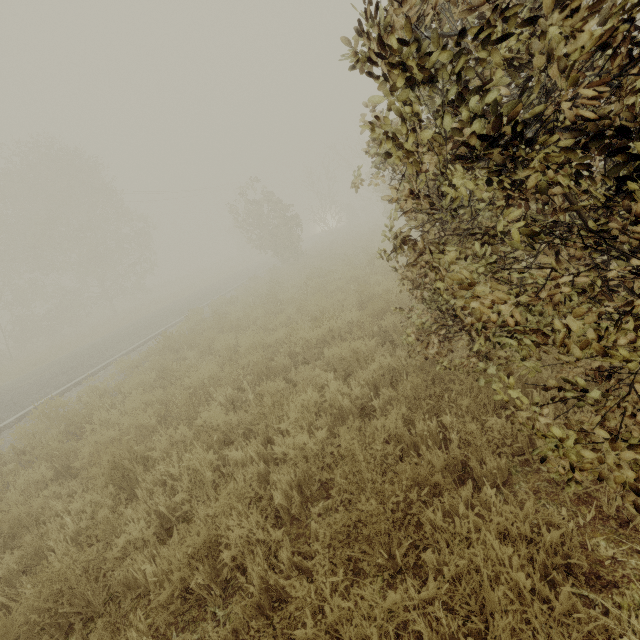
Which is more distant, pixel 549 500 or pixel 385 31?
pixel 549 500

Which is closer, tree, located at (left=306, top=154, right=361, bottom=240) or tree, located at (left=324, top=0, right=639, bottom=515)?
tree, located at (left=324, top=0, right=639, bottom=515)

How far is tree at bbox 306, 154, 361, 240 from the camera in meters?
36.7

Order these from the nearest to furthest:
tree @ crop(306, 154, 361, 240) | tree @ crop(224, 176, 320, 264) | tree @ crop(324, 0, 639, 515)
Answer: tree @ crop(324, 0, 639, 515) → tree @ crop(224, 176, 320, 264) → tree @ crop(306, 154, 361, 240)

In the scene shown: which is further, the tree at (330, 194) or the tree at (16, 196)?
the tree at (330, 194)

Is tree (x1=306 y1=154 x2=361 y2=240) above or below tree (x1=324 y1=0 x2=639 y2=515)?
above

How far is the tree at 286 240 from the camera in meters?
20.7 m
